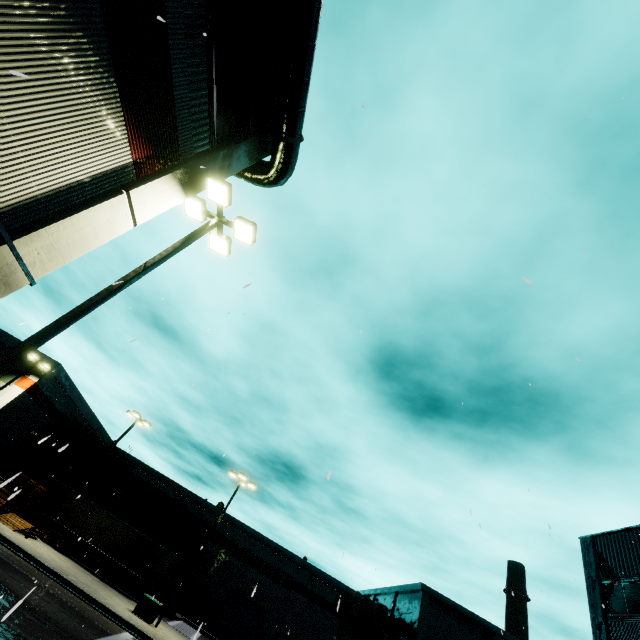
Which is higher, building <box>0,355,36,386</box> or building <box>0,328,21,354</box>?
building <box>0,328,21,354</box>

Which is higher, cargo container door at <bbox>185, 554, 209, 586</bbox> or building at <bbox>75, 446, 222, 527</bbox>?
building at <bbox>75, 446, 222, 527</bbox>

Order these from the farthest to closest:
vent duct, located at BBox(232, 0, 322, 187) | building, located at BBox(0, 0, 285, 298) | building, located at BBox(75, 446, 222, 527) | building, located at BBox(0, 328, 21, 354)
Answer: building, located at BBox(75, 446, 222, 527), building, located at BBox(0, 328, 21, 354), vent duct, located at BBox(232, 0, 322, 187), building, located at BBox(0, 0, 285, 298)

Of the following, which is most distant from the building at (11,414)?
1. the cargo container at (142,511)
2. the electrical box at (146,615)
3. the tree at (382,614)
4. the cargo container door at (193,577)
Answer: the electrical box at (146,615)

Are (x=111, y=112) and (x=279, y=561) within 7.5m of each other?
no

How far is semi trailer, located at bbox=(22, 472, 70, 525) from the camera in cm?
2878

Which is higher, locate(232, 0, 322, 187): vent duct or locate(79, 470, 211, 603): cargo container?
locate(232, 0, 322, 187): vent duct

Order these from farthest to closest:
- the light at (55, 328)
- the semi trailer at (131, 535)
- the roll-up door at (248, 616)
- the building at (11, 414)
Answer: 1. the roll-up door at (248, 616)
2. the building at (11, 414)
3. the semi trailer at (131, 535)
4. the light at (55, 328)
